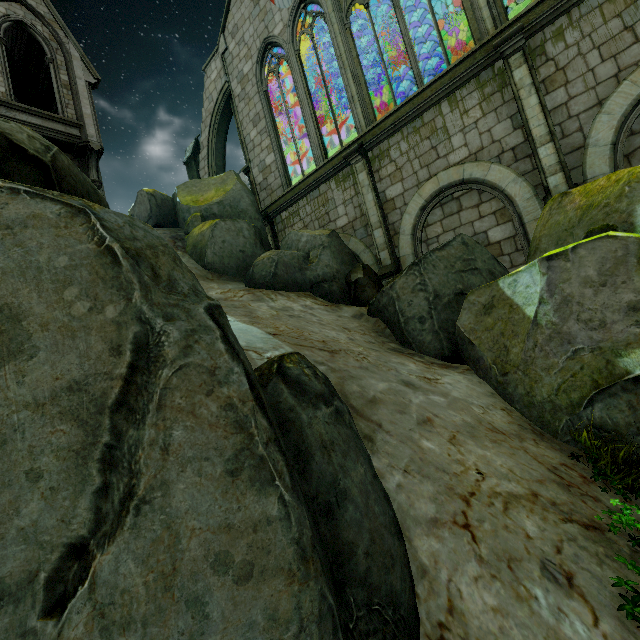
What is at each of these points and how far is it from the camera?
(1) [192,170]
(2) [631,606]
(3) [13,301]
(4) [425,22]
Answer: (1) merlon, 18.4 meters
(2) plant, 2.1 meters
(3) rock, 1.3 meters
(4) building, 24.7 meters

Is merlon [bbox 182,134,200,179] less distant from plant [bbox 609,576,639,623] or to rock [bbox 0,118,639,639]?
rock [bbox 0,118,639,639]

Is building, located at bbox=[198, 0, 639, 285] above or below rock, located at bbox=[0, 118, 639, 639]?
above

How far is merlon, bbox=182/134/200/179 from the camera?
18.2 meters

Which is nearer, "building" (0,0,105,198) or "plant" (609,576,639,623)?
"plant" (609,576,639,623)

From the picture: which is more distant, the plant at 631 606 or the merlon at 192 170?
the merlon at 192 170

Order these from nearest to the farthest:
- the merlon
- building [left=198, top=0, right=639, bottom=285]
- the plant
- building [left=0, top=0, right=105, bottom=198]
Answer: the plant
building [left=198, top=0, right=639, bottom=285]
building [left=0, top=0, right=105, bottom=198]
the merlon

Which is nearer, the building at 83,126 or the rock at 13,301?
the rock at 13,301
